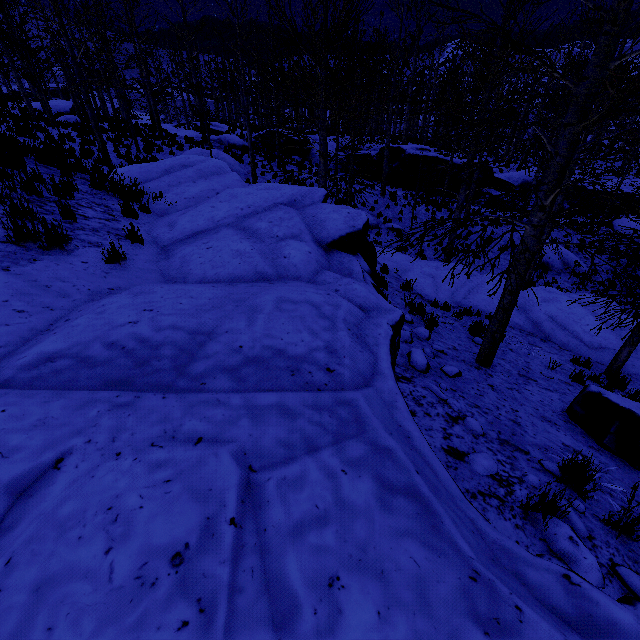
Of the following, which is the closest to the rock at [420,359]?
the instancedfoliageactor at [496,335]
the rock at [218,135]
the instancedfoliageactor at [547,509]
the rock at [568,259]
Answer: the instancedfoliageactor at [547,509]

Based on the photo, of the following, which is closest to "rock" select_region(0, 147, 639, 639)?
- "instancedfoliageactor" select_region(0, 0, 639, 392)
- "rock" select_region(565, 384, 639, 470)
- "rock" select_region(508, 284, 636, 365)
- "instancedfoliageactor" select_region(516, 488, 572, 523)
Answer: "instancedfoliageactor" select_region(516, 488, 572, 523)

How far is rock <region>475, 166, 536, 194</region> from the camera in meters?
23.8 m

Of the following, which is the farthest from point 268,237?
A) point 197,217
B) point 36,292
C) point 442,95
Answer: point 442,95

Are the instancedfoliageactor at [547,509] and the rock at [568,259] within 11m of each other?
no

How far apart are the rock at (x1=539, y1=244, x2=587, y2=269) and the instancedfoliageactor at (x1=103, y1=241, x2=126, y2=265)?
19.3m

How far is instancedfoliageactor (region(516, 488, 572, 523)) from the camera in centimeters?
249cm

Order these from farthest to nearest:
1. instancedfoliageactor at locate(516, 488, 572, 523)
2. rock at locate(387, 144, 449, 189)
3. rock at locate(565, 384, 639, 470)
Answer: rock at locate(387, 144, 449, 189) → rock at locate(565, 384, 639, 470) → instancedfoliageactor at locate(516, 488, 572, 523)
